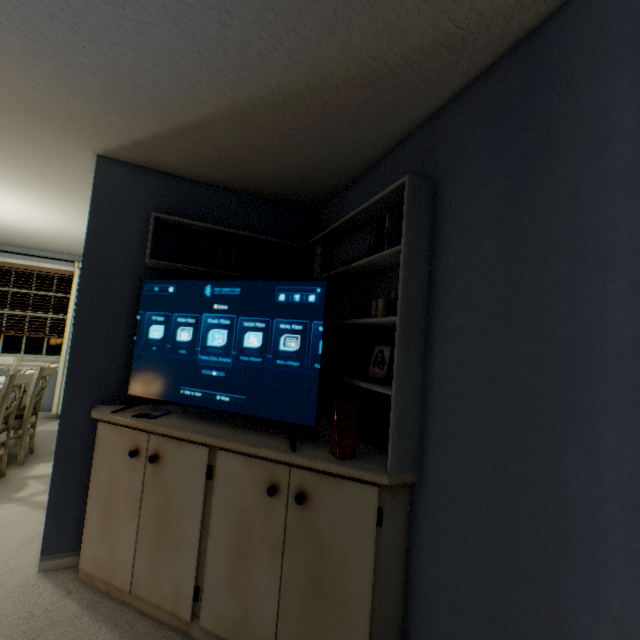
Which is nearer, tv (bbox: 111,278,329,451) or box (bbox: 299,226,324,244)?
tv (bbox: 111,278,329,451)

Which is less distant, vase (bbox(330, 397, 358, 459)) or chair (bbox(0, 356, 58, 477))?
vase (bbox(330, 397, 358, 459))

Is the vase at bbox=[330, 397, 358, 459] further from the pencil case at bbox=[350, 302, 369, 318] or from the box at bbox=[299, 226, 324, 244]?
the box at bbox=[299, 226, 324, 244]

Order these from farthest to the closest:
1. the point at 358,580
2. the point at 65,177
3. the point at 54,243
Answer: the point at 54,243 < the point at 65,177 < the point at 358,580

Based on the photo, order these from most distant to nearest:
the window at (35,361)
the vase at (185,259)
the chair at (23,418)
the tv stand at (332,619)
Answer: the window at (35,361) < the chair at (23,418) < the vase at (185,259) < the tv stand at (332,619)

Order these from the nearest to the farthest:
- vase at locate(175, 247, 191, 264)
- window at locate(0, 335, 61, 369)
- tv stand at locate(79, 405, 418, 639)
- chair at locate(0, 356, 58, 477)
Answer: tv stand at locate(79, 405, 418, 639) → vase at locate(175, 247, 191, 264) → chair at locate(0, 356, 58, 477) → window at locate(0, 335, 61, 369)

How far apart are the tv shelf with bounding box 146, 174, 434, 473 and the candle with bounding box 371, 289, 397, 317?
0.0 meters

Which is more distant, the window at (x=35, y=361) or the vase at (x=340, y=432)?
the window at (x=35, y=361)
